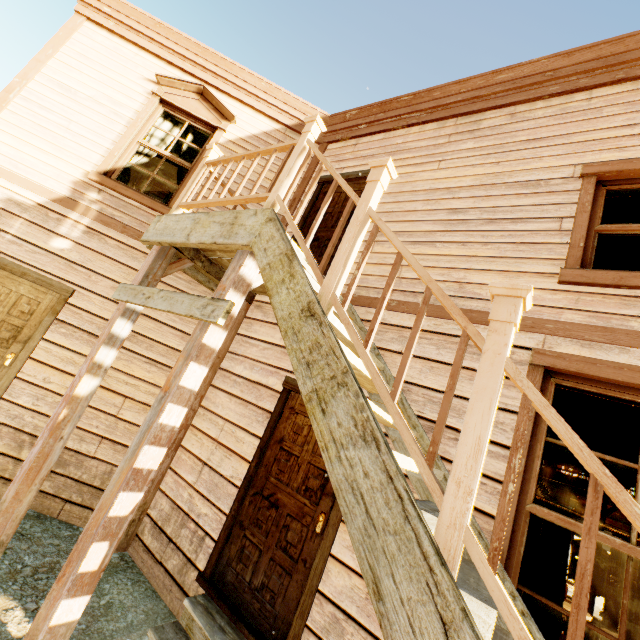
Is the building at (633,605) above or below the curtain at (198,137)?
below

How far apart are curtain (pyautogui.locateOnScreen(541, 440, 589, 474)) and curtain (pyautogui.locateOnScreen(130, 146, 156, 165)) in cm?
608

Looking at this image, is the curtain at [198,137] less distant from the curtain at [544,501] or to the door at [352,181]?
the door at [352,181]

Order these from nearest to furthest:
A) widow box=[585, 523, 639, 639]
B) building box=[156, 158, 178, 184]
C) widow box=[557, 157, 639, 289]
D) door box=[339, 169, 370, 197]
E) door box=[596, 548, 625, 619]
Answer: widow box=[585, 523, 639, 639]
widow box=[557, 157, 639, 289]
door box=[339, 169, 370, 197]
door box=[596, 548, 625, 619]
building box=[156, 158, 178, 184]

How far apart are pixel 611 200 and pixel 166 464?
5.7 meters

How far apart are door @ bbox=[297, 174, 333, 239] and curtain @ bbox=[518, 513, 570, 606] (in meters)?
2.56

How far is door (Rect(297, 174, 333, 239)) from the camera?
4.9 meters

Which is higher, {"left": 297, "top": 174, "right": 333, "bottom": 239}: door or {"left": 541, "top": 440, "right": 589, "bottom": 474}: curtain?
{"left": 297, "top": 174, "right": 333, "bottom": 239}: door
